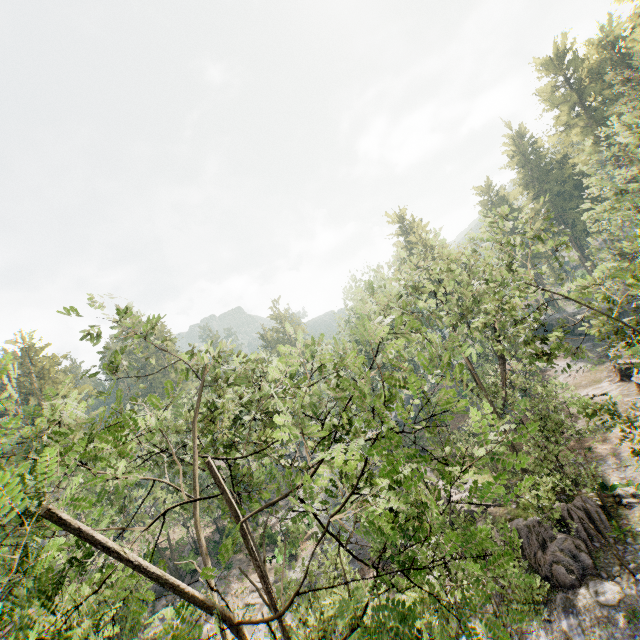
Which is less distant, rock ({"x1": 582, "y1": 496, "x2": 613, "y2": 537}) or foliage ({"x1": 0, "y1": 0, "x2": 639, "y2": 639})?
foliage ({"x1": 0, "y1": 0, "x2": 639, "y2": 639})

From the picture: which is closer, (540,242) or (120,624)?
(540,242)

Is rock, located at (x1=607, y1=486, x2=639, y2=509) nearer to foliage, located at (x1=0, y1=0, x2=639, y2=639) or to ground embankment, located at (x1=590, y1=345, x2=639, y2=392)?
foliage, located at (x1=0, y1=0, x2=639, y2=639)

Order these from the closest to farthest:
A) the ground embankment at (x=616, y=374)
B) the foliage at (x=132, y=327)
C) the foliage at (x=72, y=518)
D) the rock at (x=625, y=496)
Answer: the foliage at (x=72, y=518) → the foliage at (x=132, y=327) → the rock at (x=625, y=496) → the ground embankment at (x=616, y=374)

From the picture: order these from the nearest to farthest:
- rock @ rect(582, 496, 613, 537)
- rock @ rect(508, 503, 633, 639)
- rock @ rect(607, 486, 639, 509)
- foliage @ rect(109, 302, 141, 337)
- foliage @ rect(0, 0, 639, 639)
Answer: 1. foliage @ rect(0, 0, 639, 639)
2. foliage @ rect(109, 302, 141, 337)
3. rock @ rect(508, 503, 633, 639)
4. rock @ rect(582, 496, 613, 537)
5. rock @ rect(607, 486, 639, 509)

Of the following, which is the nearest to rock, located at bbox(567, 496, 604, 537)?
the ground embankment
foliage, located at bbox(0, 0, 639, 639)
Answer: foliage, located at bbox(0, 0, 639, 639)

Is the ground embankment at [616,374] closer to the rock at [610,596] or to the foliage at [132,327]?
the foliage at [132,327]
